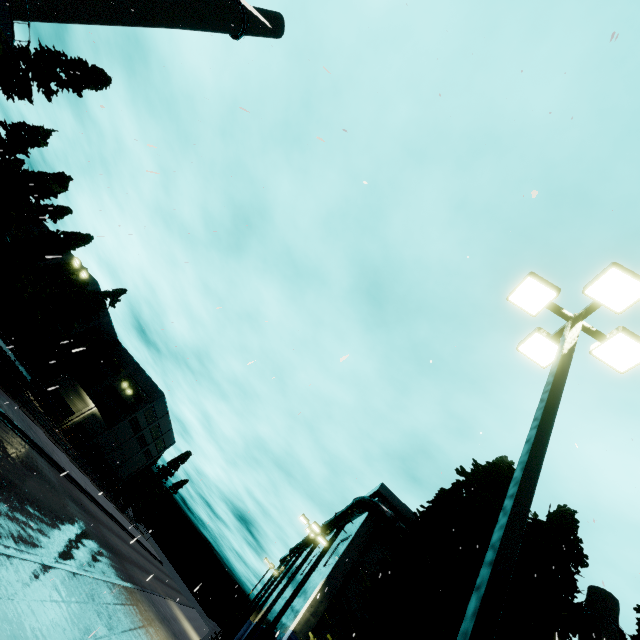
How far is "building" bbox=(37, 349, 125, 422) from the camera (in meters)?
47.66

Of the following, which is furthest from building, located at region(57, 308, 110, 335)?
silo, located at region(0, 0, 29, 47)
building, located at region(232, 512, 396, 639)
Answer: building, located at region(232, 512, 396, 639)

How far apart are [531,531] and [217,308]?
14.1 meters

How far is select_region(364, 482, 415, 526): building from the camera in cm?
2427

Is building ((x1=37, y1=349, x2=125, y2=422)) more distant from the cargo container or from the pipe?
the pipe

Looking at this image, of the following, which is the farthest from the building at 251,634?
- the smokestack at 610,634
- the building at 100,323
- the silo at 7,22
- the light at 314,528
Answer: the silo at 7,22

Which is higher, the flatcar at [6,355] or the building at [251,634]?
the building at [251,634]
